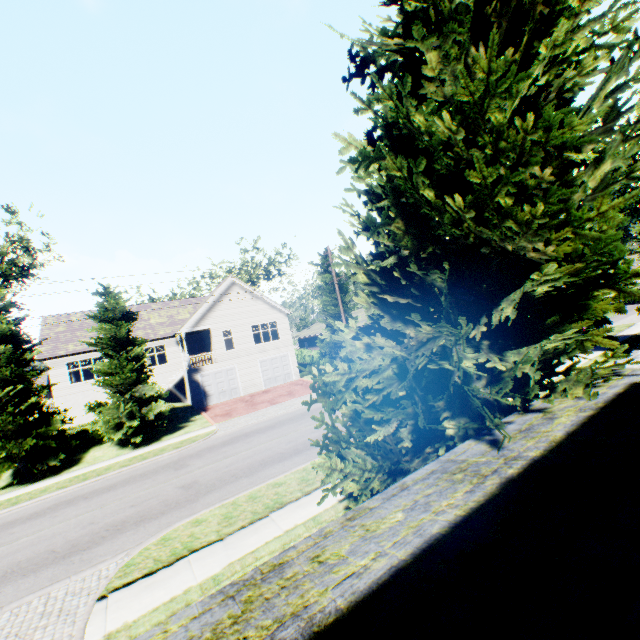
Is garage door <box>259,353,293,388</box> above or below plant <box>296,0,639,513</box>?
below

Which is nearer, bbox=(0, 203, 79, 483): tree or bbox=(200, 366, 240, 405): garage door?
bbox=(0, 203, 79, 483): tree

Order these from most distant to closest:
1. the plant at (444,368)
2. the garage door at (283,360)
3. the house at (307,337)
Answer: the house at (307,337) < the garage door at (283,360) < the plant at (444,368)

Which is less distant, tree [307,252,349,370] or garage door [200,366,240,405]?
garage door [200,366,240,405]

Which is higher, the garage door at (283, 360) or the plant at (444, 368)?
the plant at (444, 368)

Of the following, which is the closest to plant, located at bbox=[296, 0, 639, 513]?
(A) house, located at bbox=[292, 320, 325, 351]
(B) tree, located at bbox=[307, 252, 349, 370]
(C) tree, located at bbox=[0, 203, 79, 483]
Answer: (C) tree, located at bbox=[0, 203, 79, 483]

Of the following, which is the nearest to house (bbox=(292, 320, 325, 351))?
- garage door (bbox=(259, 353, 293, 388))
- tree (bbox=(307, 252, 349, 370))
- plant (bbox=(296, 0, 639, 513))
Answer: tree (bbox=(307, 252, 349, 370))

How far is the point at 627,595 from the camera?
1.6m
